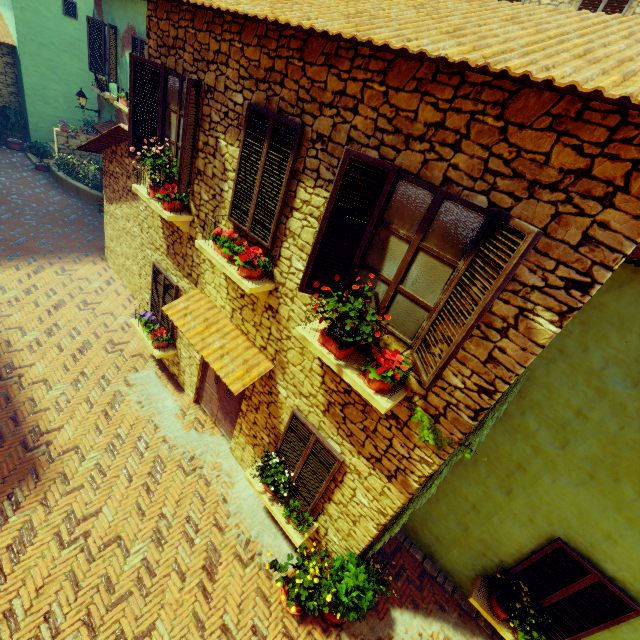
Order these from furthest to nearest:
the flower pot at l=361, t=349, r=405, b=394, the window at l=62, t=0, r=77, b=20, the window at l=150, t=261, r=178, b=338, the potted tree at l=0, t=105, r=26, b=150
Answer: the potted tree at l=0, t=105, r=26, b=150 < the window at l=62, t=0, r=77, b=20 < the window at l=150, t=261, r=178, b=338 < the flower pot at l=361, t=349, r=405, b=394

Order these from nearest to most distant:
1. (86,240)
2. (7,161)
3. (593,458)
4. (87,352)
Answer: (593,458) → (87,352) → (86,240) → (7,161)

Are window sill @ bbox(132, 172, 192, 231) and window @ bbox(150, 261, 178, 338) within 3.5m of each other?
yes

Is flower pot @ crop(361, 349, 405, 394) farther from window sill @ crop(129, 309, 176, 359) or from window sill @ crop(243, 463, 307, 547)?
window sill @ crop(129, 309, 176, 359)

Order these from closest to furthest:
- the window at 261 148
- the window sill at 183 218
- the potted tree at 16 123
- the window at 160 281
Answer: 1. the window at 261 148
2. the window sill at 183 218
3. the window at 160 281
4. the potted tree at 16 123

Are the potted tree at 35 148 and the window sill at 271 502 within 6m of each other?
no

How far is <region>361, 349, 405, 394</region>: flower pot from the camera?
3.5m

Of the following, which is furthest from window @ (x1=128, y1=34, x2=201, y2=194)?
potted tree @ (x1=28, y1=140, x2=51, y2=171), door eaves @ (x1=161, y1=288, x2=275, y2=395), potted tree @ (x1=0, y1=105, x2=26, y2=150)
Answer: potted tree @ (x1=28, y1=140, x2=51, y2=171)
